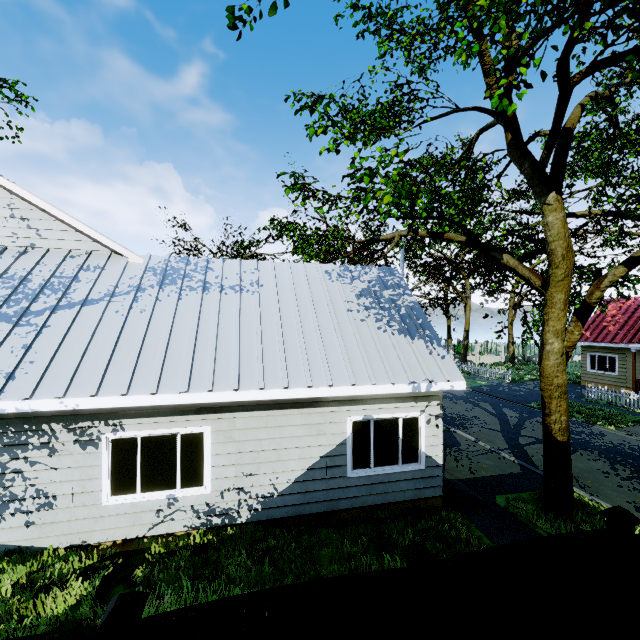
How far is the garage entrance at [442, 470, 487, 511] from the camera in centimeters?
805cm

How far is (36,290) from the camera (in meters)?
7.40

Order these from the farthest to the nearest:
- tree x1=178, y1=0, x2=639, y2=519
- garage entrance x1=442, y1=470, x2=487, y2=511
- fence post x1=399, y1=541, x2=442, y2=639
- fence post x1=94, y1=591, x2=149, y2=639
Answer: garage entrance x1=442, y1=470, x2=487, y2=511, tree x1=178, y1=0, x2=639, y2=519, fence post x1=399, y1=541, x2=442, y2=639, fence post x1=94, y1=591, x2=149, y2=639

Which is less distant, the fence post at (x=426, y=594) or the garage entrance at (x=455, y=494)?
the fence post at (x=426, y=594)

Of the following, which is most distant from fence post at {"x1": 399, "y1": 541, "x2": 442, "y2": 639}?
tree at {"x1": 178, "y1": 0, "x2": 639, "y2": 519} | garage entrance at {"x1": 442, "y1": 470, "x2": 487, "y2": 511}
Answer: garage entrance at {"x1": 442, "y1": 470, "x2": 487, "y2": 511}

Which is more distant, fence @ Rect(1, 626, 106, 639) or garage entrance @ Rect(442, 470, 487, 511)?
garage entrance @ Rect(442, 470, 487, 511)

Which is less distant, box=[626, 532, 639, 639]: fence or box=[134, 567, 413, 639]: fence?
box=[134, 567, 413, 639]: fence

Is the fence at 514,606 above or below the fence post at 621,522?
below
